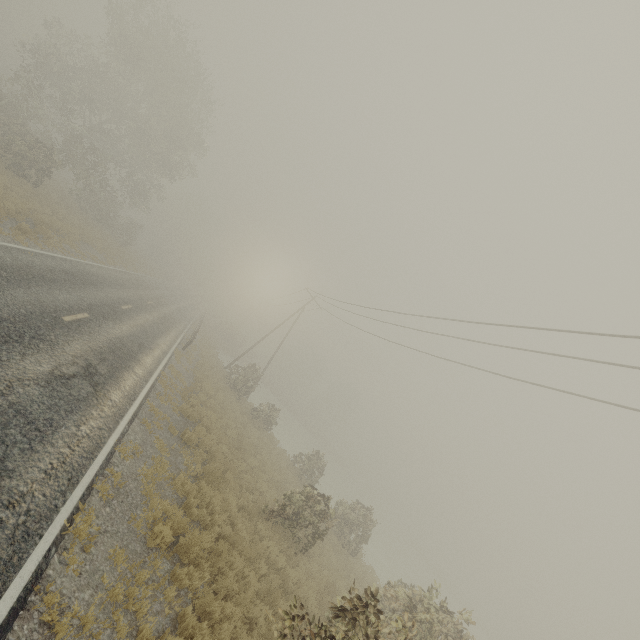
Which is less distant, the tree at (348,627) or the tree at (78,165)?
the tree at (348,627)

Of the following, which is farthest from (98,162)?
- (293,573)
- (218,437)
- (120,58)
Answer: (293,573)

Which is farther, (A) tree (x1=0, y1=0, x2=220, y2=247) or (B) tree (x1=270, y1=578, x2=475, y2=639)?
(A) tree (x1=0, y1=0, x2=220, y2=247)
